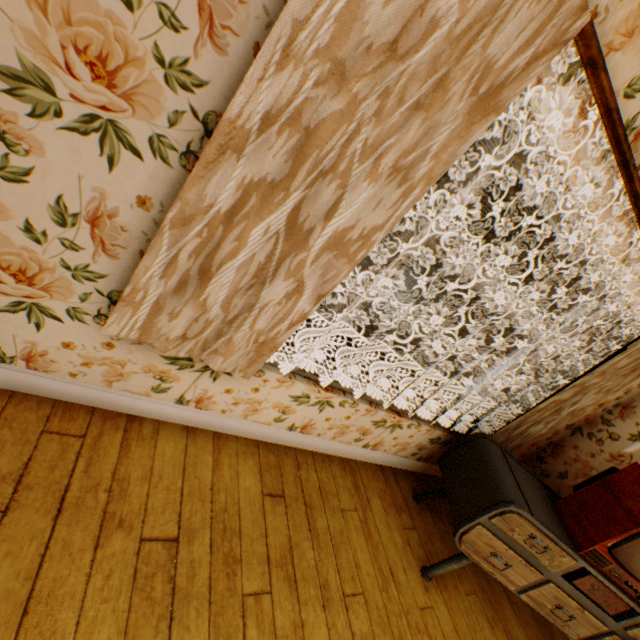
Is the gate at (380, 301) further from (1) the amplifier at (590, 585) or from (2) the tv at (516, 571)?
(1) the amplifier at (590, 585)

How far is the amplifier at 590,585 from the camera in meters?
2.2 m

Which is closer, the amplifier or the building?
the building

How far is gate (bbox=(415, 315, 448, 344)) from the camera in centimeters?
2386cm

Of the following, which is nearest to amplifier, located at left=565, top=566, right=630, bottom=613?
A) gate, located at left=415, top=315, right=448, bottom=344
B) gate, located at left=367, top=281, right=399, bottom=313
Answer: gate, located at left=367, top=281, right=399, bottom=313

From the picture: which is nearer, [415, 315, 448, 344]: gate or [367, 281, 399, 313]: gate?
[367, 281, 399, 313]: gate

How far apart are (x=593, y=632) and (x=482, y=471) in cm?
140

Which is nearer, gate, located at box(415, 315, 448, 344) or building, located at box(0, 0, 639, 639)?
building, located at box(0, 0, 639, 639)
